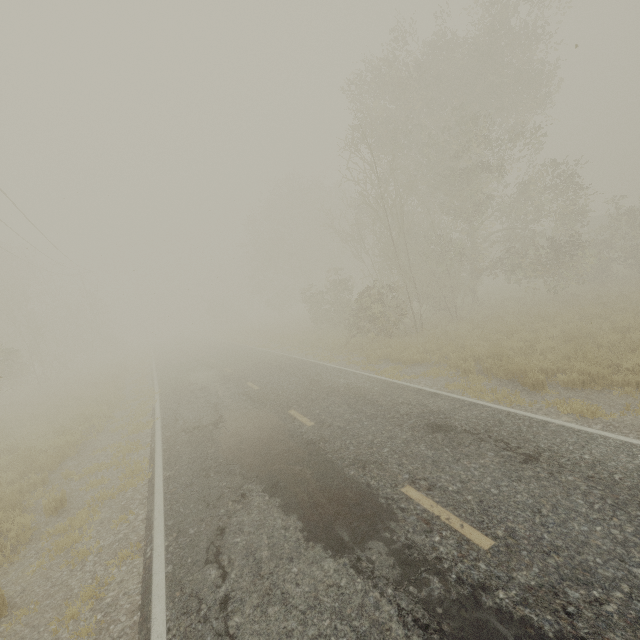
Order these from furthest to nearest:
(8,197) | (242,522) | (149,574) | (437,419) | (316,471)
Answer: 1. (8,197)
2. (437,419)
3. (316,471)
4. (242,522)
5. (149,574)

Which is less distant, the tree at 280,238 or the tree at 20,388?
the tree at 280,238

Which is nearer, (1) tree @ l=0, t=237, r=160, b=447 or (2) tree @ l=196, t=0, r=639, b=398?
(2) tree @ l=196, t=0, r=639, b=398
